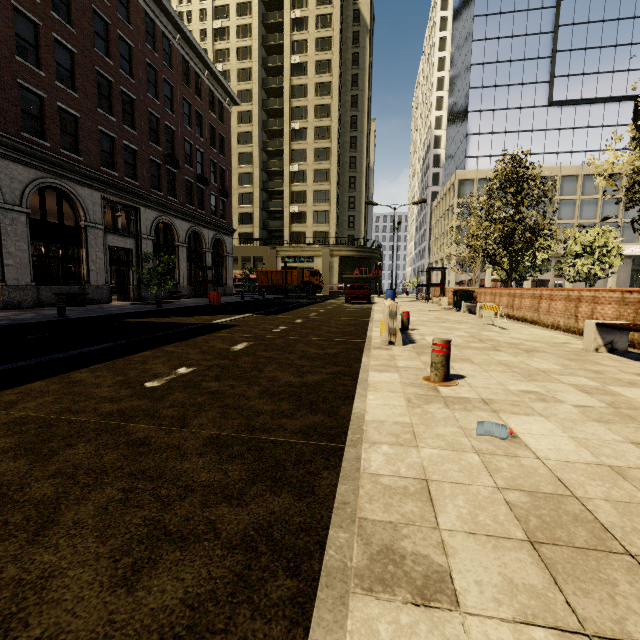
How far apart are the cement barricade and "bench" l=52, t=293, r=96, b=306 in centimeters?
1482cm

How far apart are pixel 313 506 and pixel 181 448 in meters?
1.2 m

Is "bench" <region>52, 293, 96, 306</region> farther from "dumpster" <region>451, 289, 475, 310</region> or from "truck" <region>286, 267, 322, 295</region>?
"truck" <region>286, 267, 322, 295</region>

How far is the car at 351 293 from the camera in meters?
21.8

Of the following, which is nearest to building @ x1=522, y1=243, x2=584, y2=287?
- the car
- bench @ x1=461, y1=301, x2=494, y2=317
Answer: the car

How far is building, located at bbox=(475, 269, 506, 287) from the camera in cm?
4397

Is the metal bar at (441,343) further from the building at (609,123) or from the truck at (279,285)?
the truck at (279,285)

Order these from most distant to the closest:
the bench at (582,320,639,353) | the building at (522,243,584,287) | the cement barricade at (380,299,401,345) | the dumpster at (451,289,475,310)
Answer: the building at (522,243,584,287) → the dumpster at (451,289,475,310) → the cement barricade at (380,299,401,345) → the bench at (582,320,639,353)
